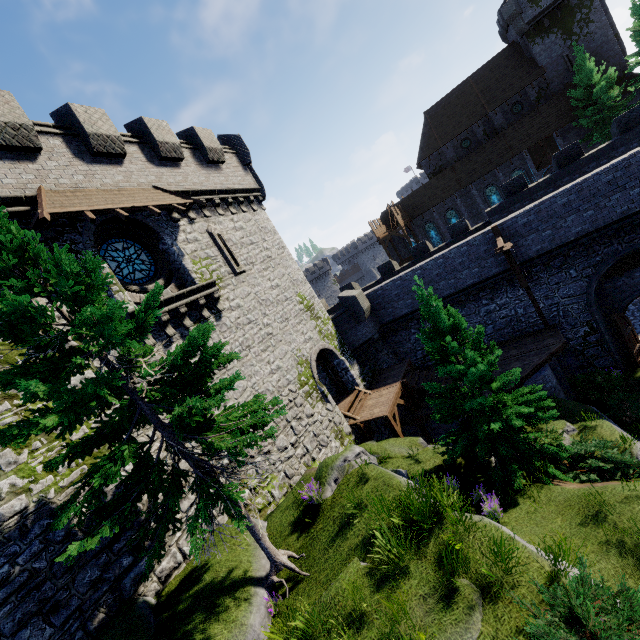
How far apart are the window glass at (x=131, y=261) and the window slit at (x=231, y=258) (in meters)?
2.84

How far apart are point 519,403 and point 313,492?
7.7 meters

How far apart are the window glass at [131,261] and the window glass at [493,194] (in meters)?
39.34

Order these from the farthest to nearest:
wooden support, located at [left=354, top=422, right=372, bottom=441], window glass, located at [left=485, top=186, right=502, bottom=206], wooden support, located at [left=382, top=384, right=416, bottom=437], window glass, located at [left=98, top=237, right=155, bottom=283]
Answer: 1. window glass, located at [left=485, top=186, right=502, bottom=206]
2. wooden support, located at [left=354, top=422, right=372, bottom=441]
3. wooden support, located at [left=382, top=384, right=416, bottom=437]
4. window glass, located at [left=98, top=237, right=155, bottom=283]

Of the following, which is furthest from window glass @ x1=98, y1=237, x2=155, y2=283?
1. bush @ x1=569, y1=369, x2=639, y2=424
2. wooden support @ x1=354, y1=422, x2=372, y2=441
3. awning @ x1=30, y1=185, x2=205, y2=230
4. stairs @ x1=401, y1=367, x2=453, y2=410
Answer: bush @ x1=569, y1=369, x2=639, y2=424

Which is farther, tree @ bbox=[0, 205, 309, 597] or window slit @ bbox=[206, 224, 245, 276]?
window slit @ bbox=[206, 224, 245, 276]

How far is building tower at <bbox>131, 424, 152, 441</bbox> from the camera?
9.8m

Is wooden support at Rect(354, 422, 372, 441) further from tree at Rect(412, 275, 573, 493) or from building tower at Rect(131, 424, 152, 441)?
tree at Rect(412, 275, 573, 493)
